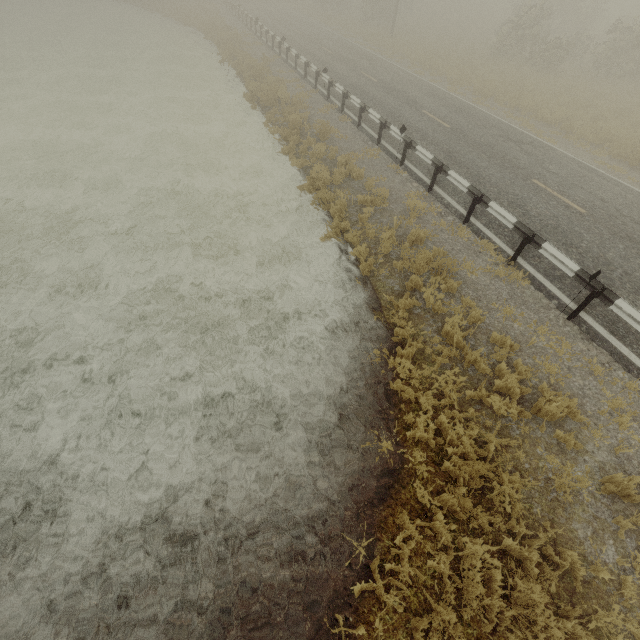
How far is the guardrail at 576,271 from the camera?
7.5m

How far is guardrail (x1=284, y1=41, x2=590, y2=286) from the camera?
7.5m

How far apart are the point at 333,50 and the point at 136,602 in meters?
31.3

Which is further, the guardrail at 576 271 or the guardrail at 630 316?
the guardrail at 576 271

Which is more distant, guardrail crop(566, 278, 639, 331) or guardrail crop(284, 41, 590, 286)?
guardrail crop(284, 41, 590, 286)
